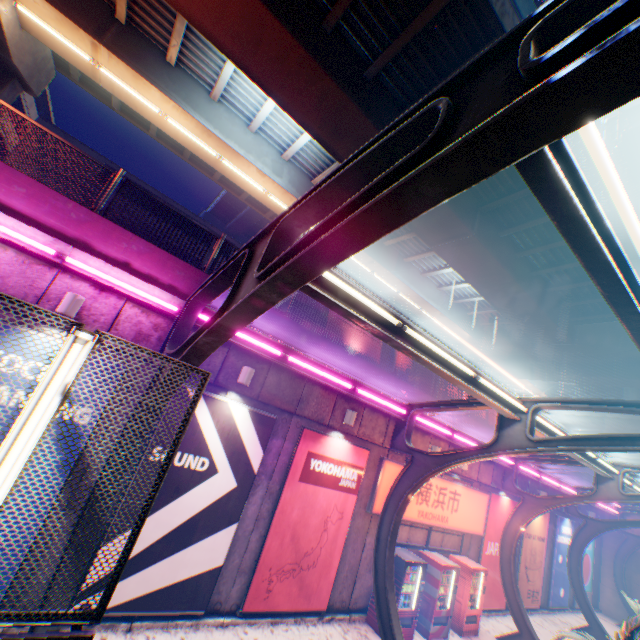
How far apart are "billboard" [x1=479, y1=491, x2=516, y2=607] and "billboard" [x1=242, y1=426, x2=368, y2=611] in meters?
7.6 m

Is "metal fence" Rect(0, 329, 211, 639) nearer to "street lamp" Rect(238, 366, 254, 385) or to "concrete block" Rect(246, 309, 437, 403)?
"concrete block" Rect(246, 309, 437, 403)

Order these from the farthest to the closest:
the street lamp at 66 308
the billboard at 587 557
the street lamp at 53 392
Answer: the billboard at 587 557, the street lamp at 66 308, the street lamp at 53 392

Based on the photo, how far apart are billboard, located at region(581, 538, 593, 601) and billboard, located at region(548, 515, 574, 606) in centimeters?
89cm

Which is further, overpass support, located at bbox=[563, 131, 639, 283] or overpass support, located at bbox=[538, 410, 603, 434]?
overpass support, located at bbox=[538, 410, 603, 434]

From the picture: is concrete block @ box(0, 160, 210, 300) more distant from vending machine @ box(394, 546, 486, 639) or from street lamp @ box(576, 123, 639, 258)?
street lamp @ box(576, 123, 639, 258)

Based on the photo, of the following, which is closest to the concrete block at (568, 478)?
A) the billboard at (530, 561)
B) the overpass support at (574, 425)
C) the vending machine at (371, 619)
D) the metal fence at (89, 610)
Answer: the metal fence at (89, 610)

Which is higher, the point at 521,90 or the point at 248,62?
the point at 248,62
